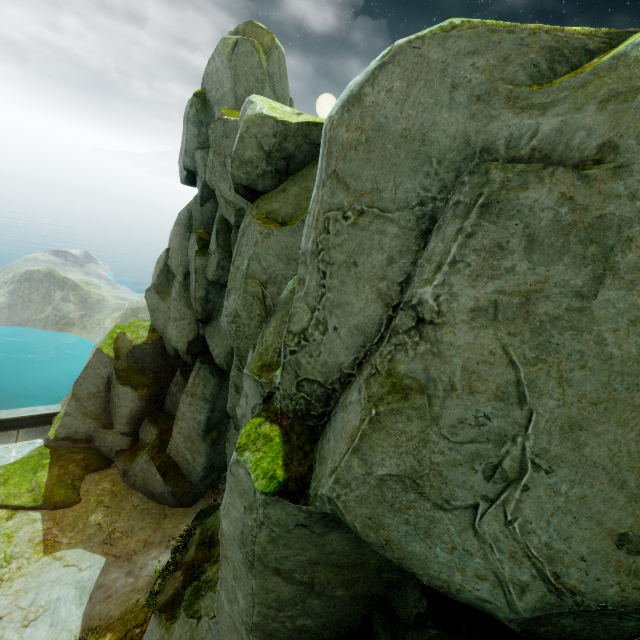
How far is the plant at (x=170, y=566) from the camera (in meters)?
8.38

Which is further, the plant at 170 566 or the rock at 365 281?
the plant at 170 566

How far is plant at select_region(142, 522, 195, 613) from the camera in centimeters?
838cm

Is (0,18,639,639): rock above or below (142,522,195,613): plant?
below

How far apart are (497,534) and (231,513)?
2.58m

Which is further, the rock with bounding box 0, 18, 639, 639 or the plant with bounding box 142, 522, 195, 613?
the plant with bounding box 142, 522, 195, 613
